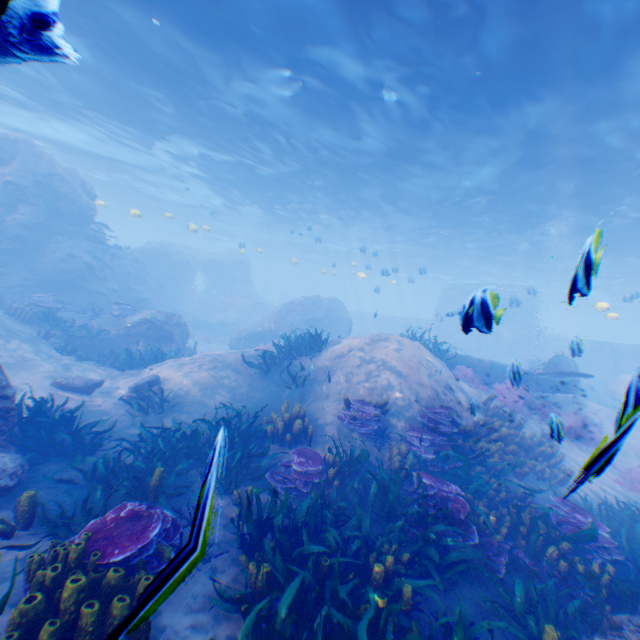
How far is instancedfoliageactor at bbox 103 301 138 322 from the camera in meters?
15.4 m

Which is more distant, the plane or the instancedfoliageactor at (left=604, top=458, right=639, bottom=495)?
the plane

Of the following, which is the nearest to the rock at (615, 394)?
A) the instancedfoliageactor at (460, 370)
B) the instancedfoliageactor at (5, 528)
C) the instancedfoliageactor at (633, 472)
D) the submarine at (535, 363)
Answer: the submarine at (535, 363)

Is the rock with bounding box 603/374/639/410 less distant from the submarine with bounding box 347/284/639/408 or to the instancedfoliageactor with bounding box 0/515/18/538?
the submarine with bounding box 347/284/639/408

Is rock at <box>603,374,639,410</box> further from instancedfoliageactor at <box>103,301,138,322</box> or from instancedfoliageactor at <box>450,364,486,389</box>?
instancedfoliageactor at <box>450,364,486,389</box>

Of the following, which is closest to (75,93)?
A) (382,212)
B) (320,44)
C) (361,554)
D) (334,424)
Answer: (320,44)

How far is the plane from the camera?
12.98m

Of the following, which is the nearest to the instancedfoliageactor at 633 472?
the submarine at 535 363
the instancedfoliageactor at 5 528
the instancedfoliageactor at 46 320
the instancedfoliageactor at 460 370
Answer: the submarine at 535 363
